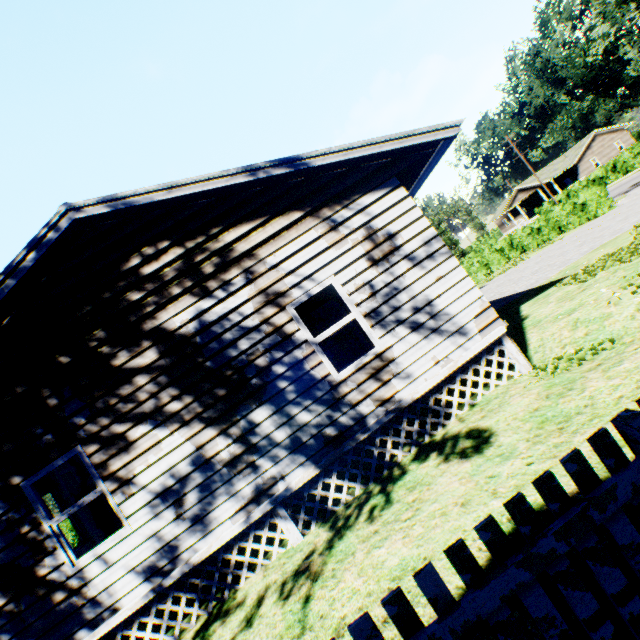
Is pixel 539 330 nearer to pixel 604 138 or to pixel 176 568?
pixel 176 568

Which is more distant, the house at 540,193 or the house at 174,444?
the house at 540,193

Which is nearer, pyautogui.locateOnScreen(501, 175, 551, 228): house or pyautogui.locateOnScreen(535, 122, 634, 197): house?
pyautogui.locateOnScreen(535, 122, 634, 197): house

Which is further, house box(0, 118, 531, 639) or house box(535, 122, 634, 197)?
house box(535, 122, 634, 197)

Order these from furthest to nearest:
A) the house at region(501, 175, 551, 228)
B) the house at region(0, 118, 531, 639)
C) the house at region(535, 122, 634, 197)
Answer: the house at region(501, 175, 551, 228) → the house at region(535, 122, 634, 197) → the house at region(0, 118, 531, 639)

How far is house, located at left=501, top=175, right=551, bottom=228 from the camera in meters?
49.5

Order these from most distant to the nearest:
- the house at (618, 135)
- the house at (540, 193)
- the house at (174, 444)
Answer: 1. the house at (540, 193)
2. the house at (618, 135)
3. the house at (174, 444)
